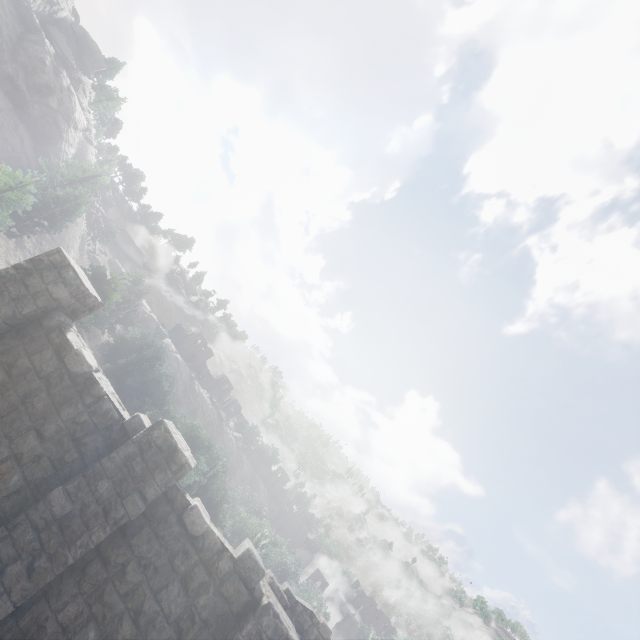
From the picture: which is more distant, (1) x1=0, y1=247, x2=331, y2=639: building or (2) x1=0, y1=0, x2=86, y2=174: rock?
(2) x1=0, y1=0, x2=86, y2=174: rock

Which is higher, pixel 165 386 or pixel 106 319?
pixel 165 386

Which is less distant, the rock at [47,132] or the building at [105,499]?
the building at [105,499]
